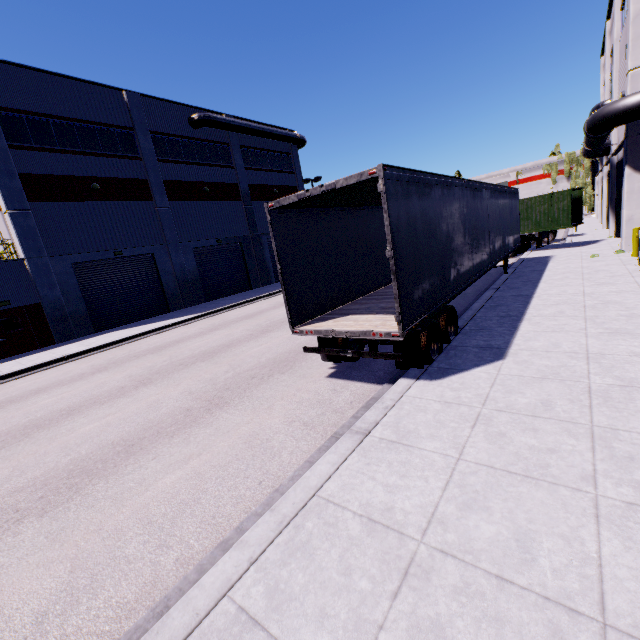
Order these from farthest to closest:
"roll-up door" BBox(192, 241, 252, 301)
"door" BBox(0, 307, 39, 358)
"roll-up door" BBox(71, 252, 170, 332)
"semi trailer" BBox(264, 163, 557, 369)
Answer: "roll-up door" BBox(192, 241, 252, 301) < "roll-up door" BBox(71, 252, 170, 332) < "door" BBox(0, 307, 39, 358) < "semi trailer" BBox(264, 163, 557, 369)

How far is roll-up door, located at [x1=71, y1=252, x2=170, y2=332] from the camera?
20.11m

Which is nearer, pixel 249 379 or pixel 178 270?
pixel 249 379

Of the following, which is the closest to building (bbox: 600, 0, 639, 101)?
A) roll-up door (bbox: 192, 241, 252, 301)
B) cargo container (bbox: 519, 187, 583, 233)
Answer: roll-up door (bbox: 192, 241, 252, 301)

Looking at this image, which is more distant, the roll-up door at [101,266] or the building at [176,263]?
the roll-up door at [101,266]

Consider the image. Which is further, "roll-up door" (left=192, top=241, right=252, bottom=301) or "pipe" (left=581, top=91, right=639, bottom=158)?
"roll-up door" (left=192, top=241, right=252, bottom=301)

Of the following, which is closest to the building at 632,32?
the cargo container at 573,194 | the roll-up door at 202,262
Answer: the roll-up door at 202,262

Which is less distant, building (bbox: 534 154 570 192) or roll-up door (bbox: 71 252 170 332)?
roll-up door (bbox: 71 252 170 332)
